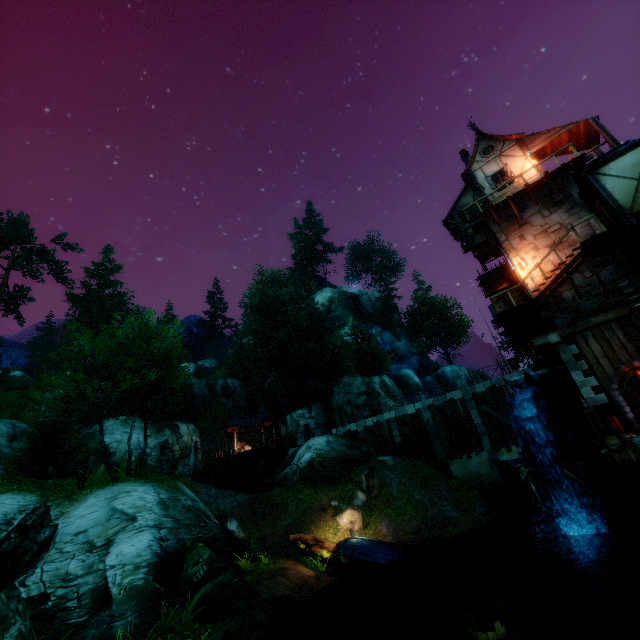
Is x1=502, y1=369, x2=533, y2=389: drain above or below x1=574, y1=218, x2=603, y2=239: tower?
below

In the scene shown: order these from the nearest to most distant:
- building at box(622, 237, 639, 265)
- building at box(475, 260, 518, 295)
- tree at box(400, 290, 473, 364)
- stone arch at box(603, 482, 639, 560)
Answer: stone arch at box(603, 482, 639, 560) < building at box(622, 237, 639, 265) < building at box(475, 260, 518, 295) < tree at box(400, 290, 473, 364)

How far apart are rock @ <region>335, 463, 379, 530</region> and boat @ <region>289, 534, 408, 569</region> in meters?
3.4 m

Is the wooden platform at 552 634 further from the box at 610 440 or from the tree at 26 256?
the box at 610 440

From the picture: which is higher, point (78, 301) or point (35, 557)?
point (78, 301)

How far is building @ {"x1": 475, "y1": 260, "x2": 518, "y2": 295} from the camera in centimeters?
1809cm

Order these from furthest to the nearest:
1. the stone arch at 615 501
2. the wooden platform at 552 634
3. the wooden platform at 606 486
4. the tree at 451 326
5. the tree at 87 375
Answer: the tree at 451 326 < the tree at 87 375 < the stone arch at 615 501 < the wooden platform at 606 486 < the wooden platform at 552 634

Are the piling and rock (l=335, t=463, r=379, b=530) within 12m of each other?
yes
